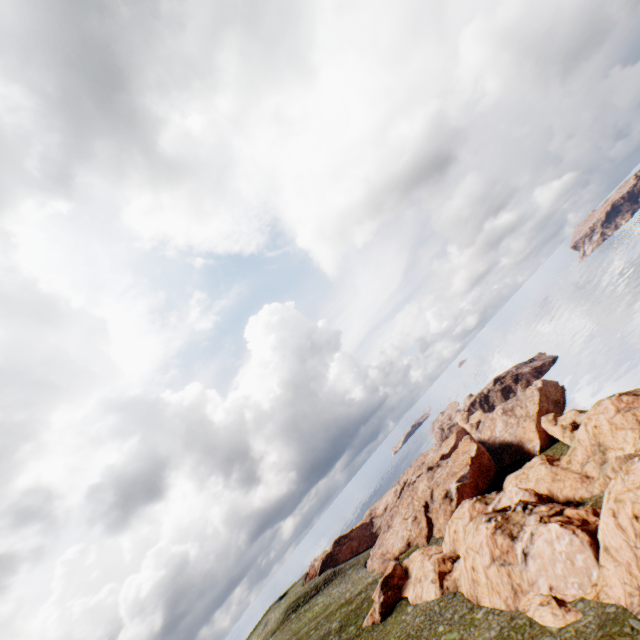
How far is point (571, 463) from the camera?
48.47m
